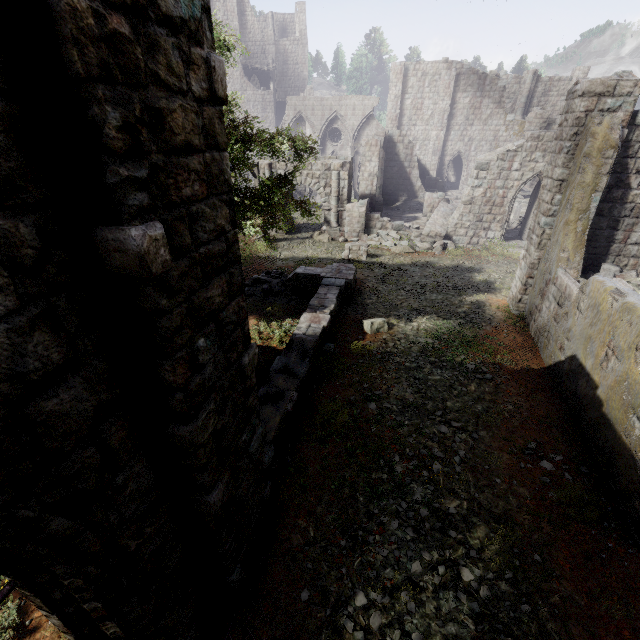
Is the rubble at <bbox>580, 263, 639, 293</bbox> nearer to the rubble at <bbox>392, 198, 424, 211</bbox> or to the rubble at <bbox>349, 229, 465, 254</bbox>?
the rubble at <bbox>349, 229, 465, 254</bbox>

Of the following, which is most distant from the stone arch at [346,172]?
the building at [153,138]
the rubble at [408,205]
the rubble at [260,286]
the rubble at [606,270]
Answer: the rubble at [606,270]

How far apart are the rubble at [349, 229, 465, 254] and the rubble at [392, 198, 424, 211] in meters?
7.8

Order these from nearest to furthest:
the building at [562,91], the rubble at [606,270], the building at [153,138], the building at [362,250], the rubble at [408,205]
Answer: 1. the building at [153,138]
2. the building at [562,91]
3. the rubble at [606,270]
4. the building at [362,250]
5. the rubble at [408,205]

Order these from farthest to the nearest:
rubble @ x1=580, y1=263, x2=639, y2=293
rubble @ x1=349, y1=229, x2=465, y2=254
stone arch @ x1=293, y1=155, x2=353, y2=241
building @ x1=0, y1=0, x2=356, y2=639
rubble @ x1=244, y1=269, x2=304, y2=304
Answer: stone arch @ x1=293, y1=155, x2=353, y2=241 < rubble @ x1=349, y1=229, x2=465, y2=254 < rubble @ x1=244, y1=269, x2=304, y2=304 < rubble @ x1=580, y1=263, x2=639, y2=293 < building @ x1=0, y1=0, x2=356, y2=639

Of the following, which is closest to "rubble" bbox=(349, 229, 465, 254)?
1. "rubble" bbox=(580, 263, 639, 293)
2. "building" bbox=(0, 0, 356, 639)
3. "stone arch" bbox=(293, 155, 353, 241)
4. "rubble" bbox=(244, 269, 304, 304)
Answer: "building" bbox=(0, 0, 356, 639)

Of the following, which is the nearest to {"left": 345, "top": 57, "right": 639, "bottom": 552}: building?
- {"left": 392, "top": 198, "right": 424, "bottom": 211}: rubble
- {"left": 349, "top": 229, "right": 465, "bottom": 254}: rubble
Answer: {"left": 349, "top": 229, "right": 465, "bottom": 254}: rubble

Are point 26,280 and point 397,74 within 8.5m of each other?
no
